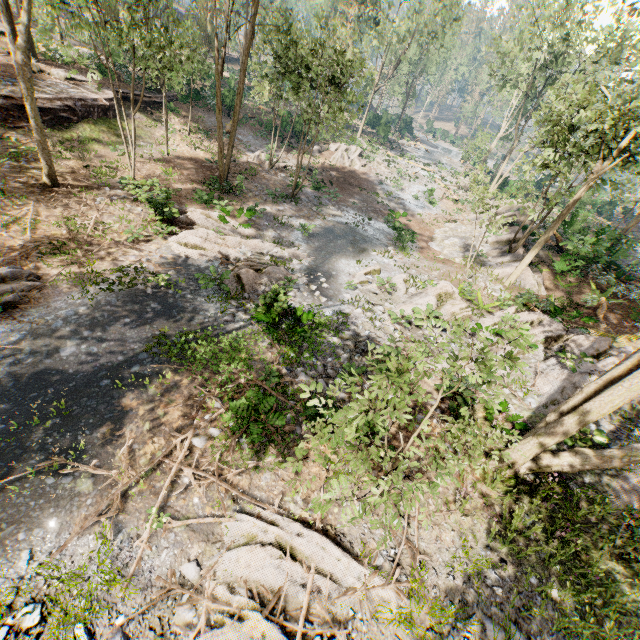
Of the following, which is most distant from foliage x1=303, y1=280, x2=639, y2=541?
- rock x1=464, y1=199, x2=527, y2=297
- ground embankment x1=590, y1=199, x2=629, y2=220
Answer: ground embankment x1=590, y1=199, x2=629, y2=220

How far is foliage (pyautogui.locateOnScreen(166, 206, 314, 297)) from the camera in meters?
13.5 m

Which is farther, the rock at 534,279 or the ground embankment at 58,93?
the ground embankment at 58,93

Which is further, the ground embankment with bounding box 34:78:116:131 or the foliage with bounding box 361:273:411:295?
the ground embankment with bounding box 34:78:116:131

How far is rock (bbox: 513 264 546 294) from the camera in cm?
1752

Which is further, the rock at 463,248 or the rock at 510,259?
the rock at 463,248

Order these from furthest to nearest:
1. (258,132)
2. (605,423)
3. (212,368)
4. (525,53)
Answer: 1. (525,53)
2. (258,132)
3. (605,423)
4. (212,368)

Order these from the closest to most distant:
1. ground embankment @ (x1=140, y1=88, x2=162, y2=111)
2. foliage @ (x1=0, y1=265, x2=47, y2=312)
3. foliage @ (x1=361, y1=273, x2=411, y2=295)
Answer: foliage @ (x1=0, y1=265, x2=47, y2=312) < foliage @ (x1=361, y1=273, x2=411, y2=295) < ground embankment @ (x1=140, y1=88, x2=162, y2=111)
